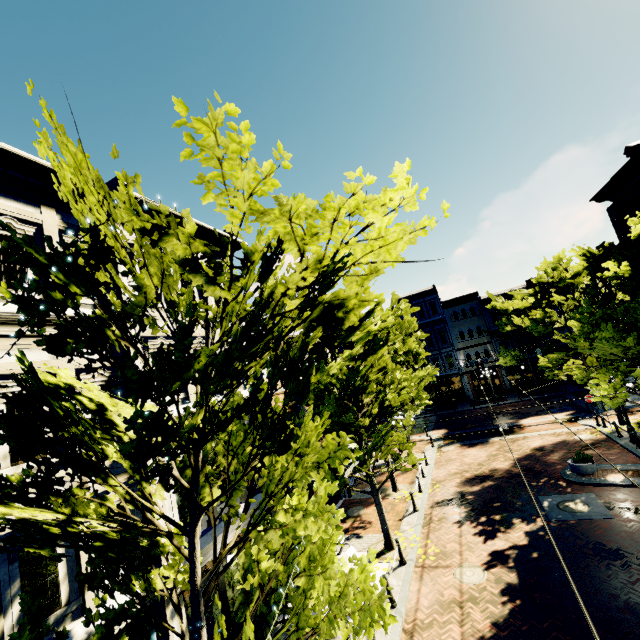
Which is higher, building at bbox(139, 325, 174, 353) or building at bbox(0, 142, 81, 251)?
building at bbox(0, 142, 81, 251)

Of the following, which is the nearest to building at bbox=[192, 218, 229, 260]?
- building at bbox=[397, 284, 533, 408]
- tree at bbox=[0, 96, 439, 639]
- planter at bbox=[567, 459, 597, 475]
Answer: tree at bbox=[0, 96, 439, 639]

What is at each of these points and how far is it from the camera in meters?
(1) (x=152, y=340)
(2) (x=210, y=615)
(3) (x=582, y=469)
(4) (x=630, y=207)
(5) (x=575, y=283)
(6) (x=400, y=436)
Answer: (1) building, 9.7 m
(2) building, 9.0 m
(3) planter, 14.7 m
(4) building, 17.8 m
(5) tree, 17.0 m
(6) tree, 14.2 m

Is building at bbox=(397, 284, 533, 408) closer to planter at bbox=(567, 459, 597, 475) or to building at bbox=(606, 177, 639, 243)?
building at bbox=(606, 177, 639, 243)

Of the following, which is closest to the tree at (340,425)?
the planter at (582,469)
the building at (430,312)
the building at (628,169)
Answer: the building at (430,312)

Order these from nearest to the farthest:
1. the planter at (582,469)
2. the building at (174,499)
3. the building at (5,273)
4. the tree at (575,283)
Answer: the building at (5,273), the building at (174,499), the tree at (575,283), the planter at (582,469)

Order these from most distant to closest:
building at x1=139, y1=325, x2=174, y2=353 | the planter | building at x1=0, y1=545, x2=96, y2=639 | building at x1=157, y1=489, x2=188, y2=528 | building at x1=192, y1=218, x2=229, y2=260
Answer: the planter < building at x1=192, y1=218, x2=229, y2=260 < building at x1=139, y1=325, x2=174, y2=353 < building at x1=157, y1=489, x2=188, y2=528 < building at x1=0, y1=545, x2=96, y2=639
